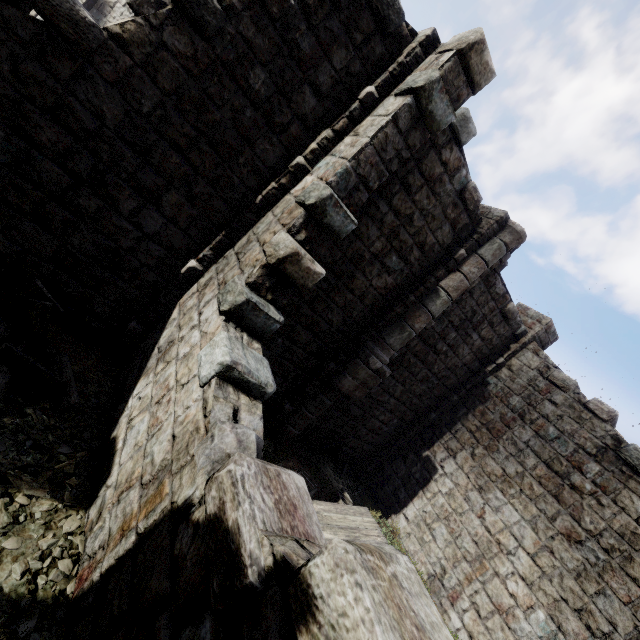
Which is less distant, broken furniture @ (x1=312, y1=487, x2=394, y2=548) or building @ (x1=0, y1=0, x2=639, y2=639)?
building @ (x1=0, y1=0, x2=639, y2=639)

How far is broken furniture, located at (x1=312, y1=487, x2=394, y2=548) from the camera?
6.3m

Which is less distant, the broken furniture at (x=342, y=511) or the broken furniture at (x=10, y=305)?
the broken furniture at (x=10, y=305)

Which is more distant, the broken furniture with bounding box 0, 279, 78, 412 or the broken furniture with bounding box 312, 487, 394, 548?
the broken furniture with bounding box 312, 487, 394, 548

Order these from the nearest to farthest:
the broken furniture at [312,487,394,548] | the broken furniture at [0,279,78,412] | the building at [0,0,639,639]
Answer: the building at [0,0,639,639] → the broken furniture at [0,279,78,412] → the broken furniture at [312,487,394,548]

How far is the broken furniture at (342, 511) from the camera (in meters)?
6.27

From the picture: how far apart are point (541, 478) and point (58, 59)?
13.00m

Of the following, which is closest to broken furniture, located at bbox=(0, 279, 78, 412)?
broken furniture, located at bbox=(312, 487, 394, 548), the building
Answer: the building
